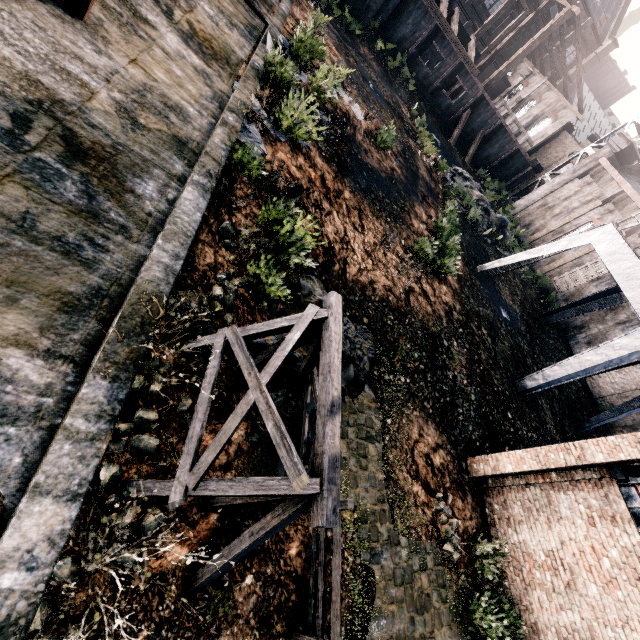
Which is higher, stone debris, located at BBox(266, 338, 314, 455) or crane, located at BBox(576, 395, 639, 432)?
crane, located at BBox(576, 395, 639, 432)

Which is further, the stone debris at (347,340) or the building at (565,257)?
the building at (565,257)

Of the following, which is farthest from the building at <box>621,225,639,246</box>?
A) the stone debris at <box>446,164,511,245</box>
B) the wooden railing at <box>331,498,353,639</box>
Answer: the wooden railing at <box>331,498,353,639</box>

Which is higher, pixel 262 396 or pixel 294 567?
pixel 262 396

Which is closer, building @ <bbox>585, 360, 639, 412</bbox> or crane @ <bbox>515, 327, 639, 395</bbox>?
crane @ <bbox>515, 327, 639, 395</bbox>

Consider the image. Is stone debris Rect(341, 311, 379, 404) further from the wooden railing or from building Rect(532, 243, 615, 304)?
building Rect(532, 243, 615, 304)

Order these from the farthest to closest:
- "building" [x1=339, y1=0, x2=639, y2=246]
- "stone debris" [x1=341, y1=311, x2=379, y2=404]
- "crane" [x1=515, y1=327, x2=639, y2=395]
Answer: "building" [x1=339, y1=0, x2=639, y2=246]
"crane" [x1=515, y1=327, x2=639, y2=395]
"stone debris" [x1=341, y1=311, x2=379, y2=404]

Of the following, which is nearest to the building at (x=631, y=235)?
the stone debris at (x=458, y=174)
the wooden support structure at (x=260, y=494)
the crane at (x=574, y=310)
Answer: the stone debris at (x=458, y=174)
